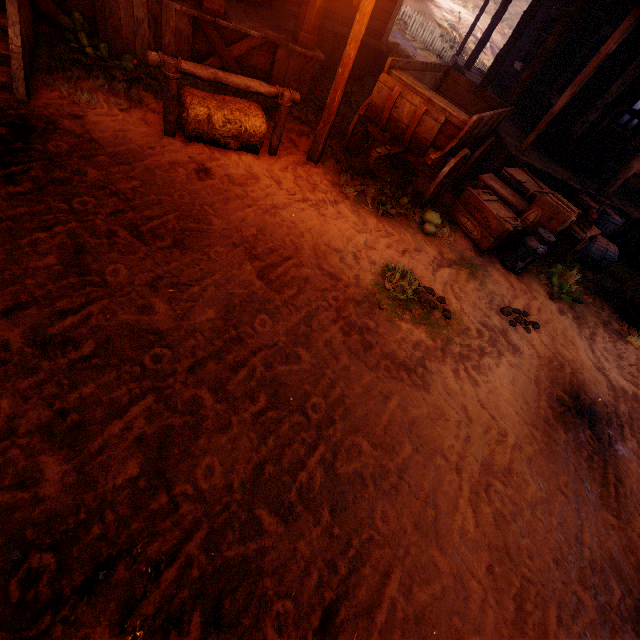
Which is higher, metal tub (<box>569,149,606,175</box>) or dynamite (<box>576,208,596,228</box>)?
metal tub (<box>569,149,606,175</box>)

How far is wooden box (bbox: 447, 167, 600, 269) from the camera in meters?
5.5

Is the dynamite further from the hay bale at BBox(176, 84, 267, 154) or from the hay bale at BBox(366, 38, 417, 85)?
the hay bale at BBox(366, 38, 417, 85)

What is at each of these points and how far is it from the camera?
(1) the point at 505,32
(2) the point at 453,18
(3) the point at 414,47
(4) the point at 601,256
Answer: (1) z, 25.8m
(2) z, 23.1m
(3) z, 17.3m
(4) barrel, 6.7m

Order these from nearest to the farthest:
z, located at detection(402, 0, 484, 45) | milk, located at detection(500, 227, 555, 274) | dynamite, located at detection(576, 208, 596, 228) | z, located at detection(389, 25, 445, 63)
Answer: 1. milk, located at detection(500, 227, 555, 274)
2. dynamite, located at detection(576, 208, 596, 228)
3. z, located at detection(389, 25, 445, 63)
4. z, located at detection(402, 0, 484, 45)

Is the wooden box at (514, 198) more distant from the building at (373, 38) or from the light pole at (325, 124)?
the light pole at (325, 124)

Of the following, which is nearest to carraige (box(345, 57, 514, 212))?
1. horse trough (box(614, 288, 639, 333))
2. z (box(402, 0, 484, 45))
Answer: z (box(402, 0, 484, 45))

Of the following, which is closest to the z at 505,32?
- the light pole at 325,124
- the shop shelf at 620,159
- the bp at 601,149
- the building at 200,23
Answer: the building at 200,23
